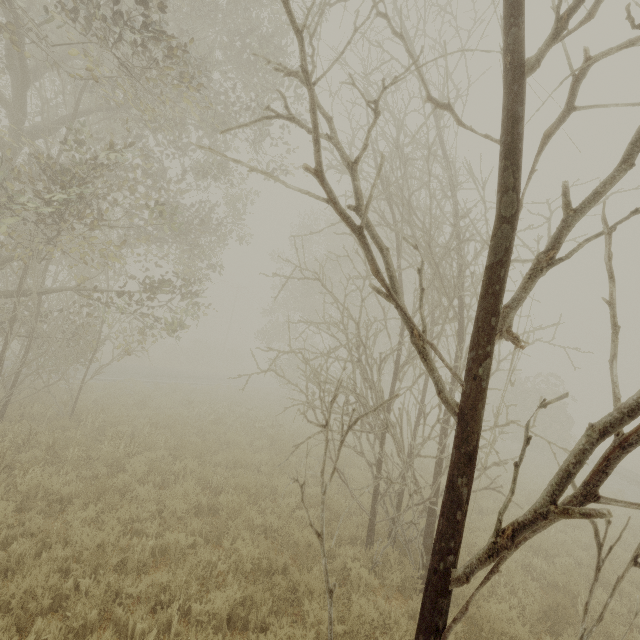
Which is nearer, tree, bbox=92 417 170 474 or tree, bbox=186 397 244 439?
tree, bbox=92 417 170 474

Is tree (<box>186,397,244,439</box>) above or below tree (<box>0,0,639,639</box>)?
below

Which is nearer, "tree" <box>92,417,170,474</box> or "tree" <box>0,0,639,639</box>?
"tree" <box>0,0,639,639</box>

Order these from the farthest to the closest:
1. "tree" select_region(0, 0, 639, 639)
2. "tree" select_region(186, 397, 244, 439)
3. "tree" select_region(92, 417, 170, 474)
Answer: "tree" select_region(186, 397, 244, 439)
"tree" select_region(92, 417, 170, 474)
"tree" select_region(0, 0, 639, 639)

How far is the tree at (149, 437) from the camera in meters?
7.5

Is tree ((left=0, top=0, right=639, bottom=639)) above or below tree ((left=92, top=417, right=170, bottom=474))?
above

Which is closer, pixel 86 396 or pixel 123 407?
pixel 123 407

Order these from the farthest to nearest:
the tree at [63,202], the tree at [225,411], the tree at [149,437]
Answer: the tree at [225,411] → the tree at [149,437] → the tree at [63,202]
